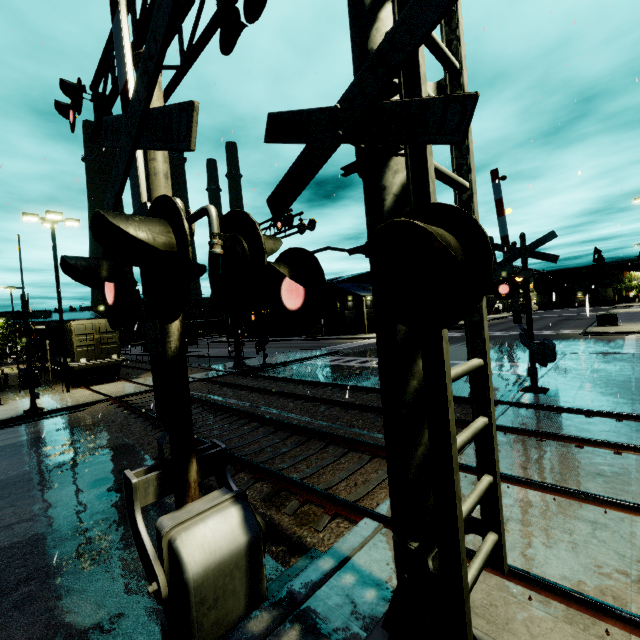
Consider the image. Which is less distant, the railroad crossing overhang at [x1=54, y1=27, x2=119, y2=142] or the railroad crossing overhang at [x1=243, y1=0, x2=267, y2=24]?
the railroad crossing overhang at [x1=243, y1=0, x2=267, y2=24]

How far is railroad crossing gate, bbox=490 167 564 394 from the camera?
9.9 meters

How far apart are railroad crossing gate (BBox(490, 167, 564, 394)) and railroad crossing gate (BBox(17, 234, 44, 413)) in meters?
13.6 m

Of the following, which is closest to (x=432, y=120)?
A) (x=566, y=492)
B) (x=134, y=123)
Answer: (x=134, y=123)

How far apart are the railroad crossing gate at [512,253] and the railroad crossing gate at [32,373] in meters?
13.6

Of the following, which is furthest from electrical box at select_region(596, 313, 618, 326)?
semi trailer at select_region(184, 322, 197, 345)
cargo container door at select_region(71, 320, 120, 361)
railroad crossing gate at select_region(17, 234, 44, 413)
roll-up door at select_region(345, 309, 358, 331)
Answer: cargo container door at select_region(71, 320, 120, 361)

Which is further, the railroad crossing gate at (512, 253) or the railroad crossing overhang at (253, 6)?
the railroad crossing gate at (512, 253)

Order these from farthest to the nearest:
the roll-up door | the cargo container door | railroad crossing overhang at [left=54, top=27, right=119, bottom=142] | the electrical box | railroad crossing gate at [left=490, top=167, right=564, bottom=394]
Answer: the roll-up door
the electrical box
the cargo container door
railroad crossing gate at [left=490, top=167, right=564, bottom=394]
railroad crossing overhang at [left=54, top=27, right=119, bottom=142]
